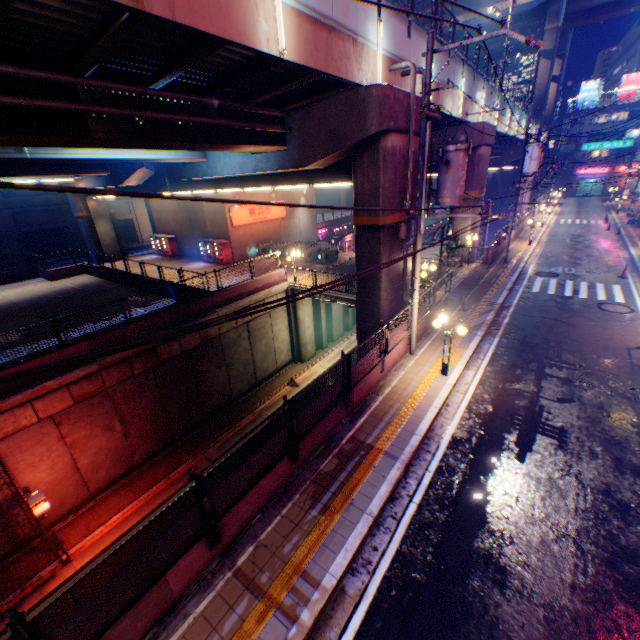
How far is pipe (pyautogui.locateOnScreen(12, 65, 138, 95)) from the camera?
6.5m

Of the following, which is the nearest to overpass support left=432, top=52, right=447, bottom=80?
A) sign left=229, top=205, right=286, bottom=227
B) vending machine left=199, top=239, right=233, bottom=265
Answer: sign left=229, top=205, right=286, bottom=227

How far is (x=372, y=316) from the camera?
14.35m

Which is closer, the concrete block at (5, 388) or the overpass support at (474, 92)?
the concrete block at (5, 388)

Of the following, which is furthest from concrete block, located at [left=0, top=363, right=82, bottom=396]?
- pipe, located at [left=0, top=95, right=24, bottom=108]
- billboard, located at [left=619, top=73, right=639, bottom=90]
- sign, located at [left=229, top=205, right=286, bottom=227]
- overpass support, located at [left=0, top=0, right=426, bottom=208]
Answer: billboard, located at [left=619, top=73, right=639, bottom=90]

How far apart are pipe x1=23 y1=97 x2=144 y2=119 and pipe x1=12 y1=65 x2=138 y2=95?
0.30m

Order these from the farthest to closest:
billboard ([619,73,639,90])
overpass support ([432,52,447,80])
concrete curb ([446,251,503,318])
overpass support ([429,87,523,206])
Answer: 1. billboard ([619,73,639,90])
2. overpass support ([429,87,523,206])
3. concrete curb ([446,251,503,318])
4. overpass support ([432,52,447,80])

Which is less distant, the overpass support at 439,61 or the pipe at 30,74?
the pipe at 30,74
